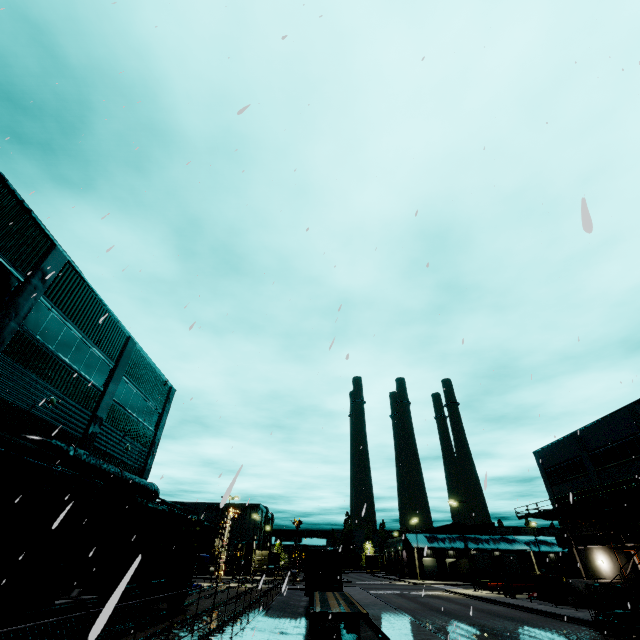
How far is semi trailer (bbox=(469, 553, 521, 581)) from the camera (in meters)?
55.84

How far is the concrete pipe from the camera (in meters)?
27.95

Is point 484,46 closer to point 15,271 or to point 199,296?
point 199,296

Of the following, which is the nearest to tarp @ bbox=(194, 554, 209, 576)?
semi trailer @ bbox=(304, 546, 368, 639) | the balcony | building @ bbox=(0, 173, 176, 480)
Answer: building @ bbox=(0, 173, 176, 480)

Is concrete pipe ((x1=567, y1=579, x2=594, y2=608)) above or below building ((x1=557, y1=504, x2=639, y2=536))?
below

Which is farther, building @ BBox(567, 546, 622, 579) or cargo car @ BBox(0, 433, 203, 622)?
building @ BBox(567, 546, 622, 579)

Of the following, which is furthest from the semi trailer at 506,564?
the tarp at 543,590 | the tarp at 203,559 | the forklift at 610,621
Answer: the forklift at 610,621

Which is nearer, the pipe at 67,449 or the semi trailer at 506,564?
the pipe at 67,449
